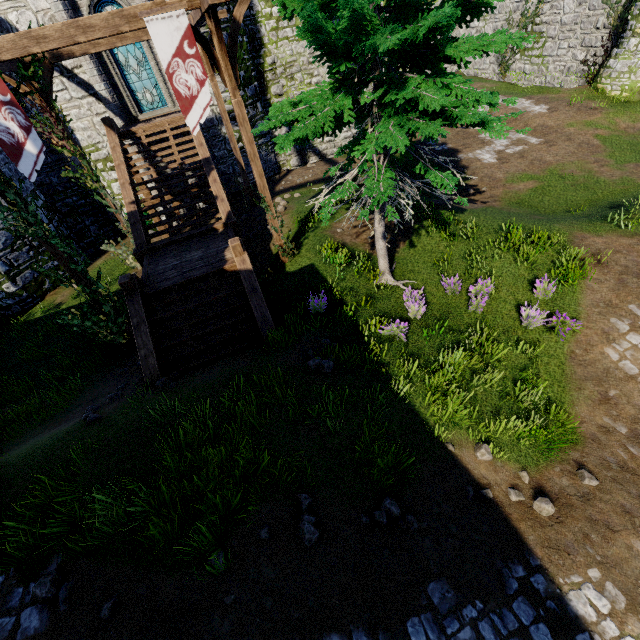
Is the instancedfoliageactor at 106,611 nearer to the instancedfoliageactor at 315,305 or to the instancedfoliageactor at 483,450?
the instancedfoliageactor at 483,450

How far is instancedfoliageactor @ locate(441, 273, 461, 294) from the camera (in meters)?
8.88

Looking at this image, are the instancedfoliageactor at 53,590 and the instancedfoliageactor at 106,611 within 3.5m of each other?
yes

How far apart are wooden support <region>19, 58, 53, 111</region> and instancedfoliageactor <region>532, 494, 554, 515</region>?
17.2 meters

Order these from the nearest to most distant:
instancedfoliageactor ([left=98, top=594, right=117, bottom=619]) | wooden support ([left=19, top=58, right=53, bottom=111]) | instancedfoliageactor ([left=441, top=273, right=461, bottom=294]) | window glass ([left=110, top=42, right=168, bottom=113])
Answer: instancedfoliageactor ([left=98, top=594, right=117, bottom=619])
instancedfoliageactor ([left=441, top=273, right=461, bottom=294])
wooden support ([left=19, top=58, right=53, bottom=111])
window glass ([left=110, top=42, right=168, bottom=113])

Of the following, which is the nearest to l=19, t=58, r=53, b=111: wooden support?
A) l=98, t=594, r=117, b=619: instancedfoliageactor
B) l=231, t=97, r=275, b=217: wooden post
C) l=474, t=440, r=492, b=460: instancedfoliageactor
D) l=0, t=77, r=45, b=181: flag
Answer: l=0, t=77, r=45, b=181: flag

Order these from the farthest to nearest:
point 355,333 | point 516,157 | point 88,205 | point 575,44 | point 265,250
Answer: point 575,44 → point 88,205 → point 516,157 → point 265,250 → point 355,333

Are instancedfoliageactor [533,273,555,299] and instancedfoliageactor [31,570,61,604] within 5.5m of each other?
no
